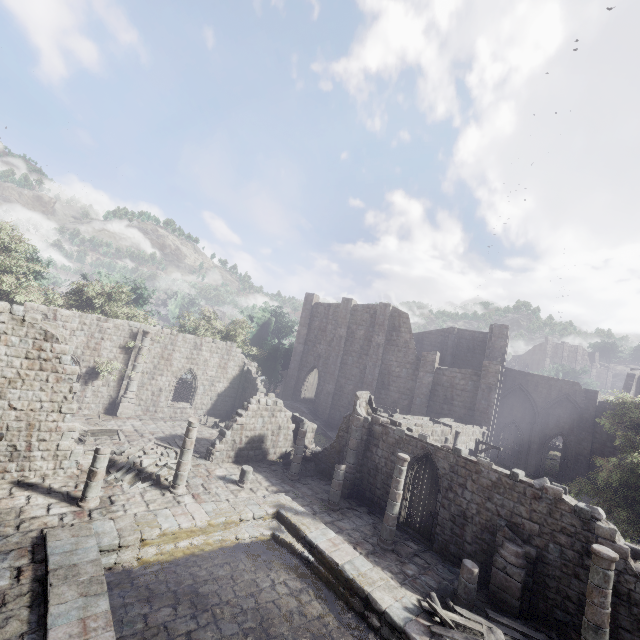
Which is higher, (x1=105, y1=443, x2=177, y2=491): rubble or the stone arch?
the stone arch

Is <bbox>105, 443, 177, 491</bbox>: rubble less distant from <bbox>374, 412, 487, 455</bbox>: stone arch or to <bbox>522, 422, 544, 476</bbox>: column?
<bbox>374, 412, 487, 455</bbox>: stone arch

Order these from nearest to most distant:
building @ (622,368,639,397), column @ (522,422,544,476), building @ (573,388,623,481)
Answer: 1. building @ (573,388,623,481)
2. column @ (522,422,544,476)
3. building @ (622,368,639,397)

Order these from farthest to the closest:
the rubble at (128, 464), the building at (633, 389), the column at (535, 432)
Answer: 1. the building at (633, 389)
2. the column at (535, 432)
3. the rubble at (128, 464)

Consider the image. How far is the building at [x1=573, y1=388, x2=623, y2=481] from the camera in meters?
28.8

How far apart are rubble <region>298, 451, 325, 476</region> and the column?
23.2m

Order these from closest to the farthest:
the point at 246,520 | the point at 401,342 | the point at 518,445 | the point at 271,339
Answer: the point at 246,520 < the point at 401,342 < the point at 518,445 < the point at 271,339

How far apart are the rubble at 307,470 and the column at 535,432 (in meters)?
23.17
